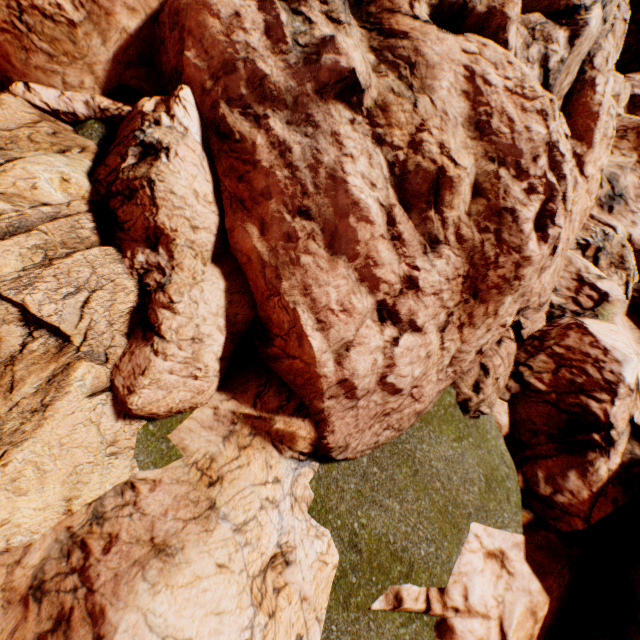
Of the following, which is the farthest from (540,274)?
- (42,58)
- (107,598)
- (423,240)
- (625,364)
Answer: (42,58)
